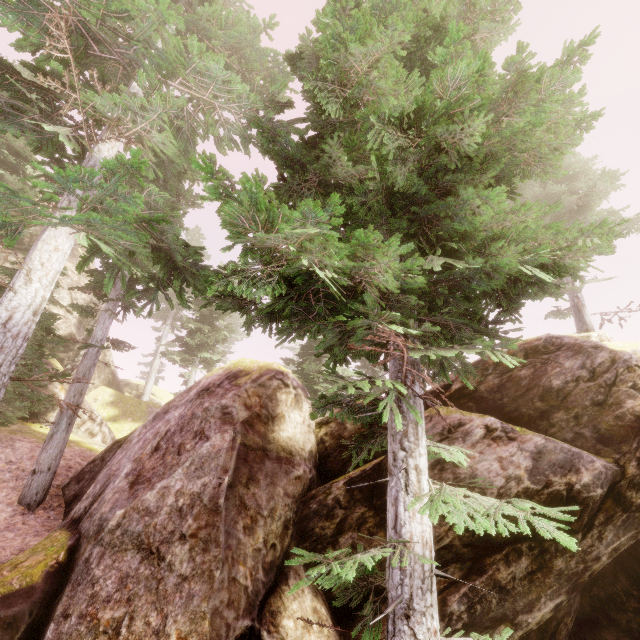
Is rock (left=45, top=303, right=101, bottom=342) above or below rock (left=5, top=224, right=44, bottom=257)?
below

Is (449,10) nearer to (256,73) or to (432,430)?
(256,73)

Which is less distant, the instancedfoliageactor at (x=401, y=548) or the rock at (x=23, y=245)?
the instancedfoliageactor at (x=401, y=548)

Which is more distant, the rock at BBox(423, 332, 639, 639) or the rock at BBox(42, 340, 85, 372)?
the rock at BBox(42, 340, 85, 372)

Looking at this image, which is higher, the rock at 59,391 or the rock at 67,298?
the rock at 67,298

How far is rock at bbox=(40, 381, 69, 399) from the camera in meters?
16.0 m
